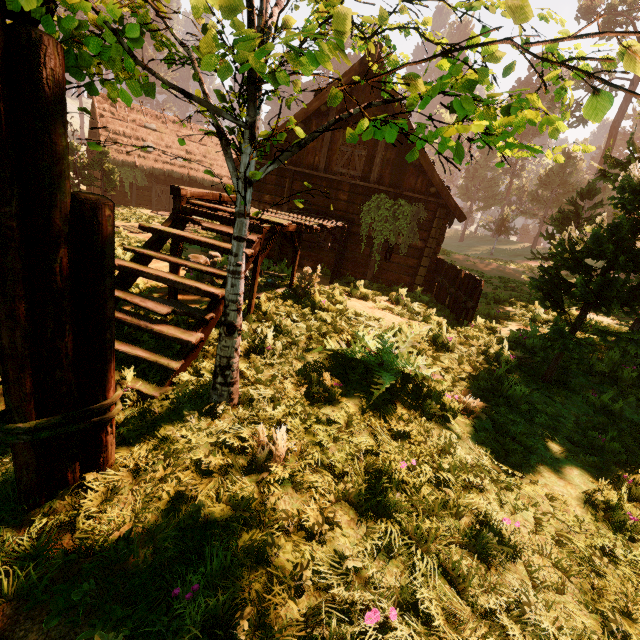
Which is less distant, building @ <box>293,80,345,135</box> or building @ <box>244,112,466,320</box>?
building @ <box>244,112,466,320</box>

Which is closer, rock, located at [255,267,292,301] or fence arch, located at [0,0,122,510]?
fence arch, located at [0,0,122,510]

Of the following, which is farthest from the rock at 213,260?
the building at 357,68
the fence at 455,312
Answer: the fence at 455,312

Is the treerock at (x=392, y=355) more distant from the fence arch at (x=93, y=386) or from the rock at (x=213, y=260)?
the rock at (x=213, y=260)

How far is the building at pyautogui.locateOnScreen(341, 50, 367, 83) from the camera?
10.7m

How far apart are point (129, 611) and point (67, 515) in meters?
0.9

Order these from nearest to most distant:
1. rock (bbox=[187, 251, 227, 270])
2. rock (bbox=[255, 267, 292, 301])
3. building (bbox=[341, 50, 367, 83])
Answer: rock (bbox=[255, 267, 292, 301]) → rock (bbox=[187, 251, 227, 270]) → building (bbox=[341, 50, 367, 83])

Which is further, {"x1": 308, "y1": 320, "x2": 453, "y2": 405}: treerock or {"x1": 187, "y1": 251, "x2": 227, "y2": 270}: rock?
{"x1": 187, "y1": 251, "x2": 227, "y2": 270}: rock
